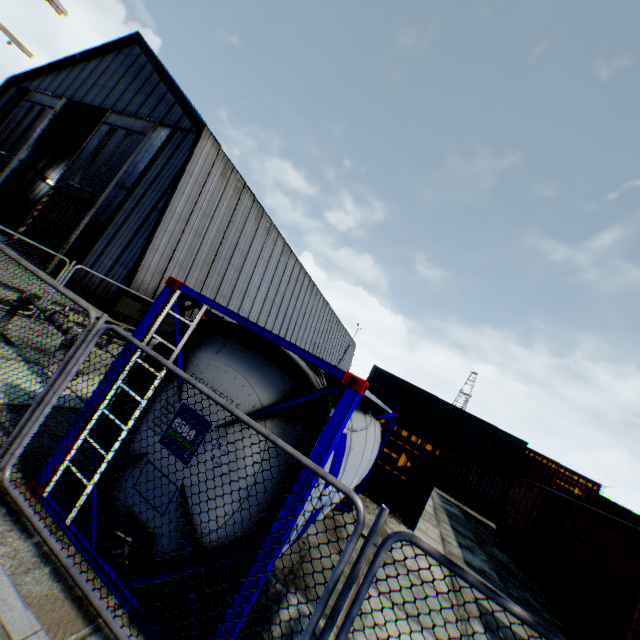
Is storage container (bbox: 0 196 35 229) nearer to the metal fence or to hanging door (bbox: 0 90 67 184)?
hanging door (bbox: 0 90 67 184)

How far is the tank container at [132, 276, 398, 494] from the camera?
3.3m

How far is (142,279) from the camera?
15.5 meters

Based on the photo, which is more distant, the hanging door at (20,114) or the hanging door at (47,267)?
the hanging door at (20,114)

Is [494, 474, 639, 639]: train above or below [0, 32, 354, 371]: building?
below

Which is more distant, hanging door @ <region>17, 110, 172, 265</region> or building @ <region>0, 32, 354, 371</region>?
hanging door @ <region>17, 110, 172, 265</region>

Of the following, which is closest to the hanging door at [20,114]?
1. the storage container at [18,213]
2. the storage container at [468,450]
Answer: the storage container at [18,213]

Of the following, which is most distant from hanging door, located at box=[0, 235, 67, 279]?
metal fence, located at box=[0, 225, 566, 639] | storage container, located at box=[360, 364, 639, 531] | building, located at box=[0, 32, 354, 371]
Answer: storage container, located at box=[360, 364, 639, 531]
